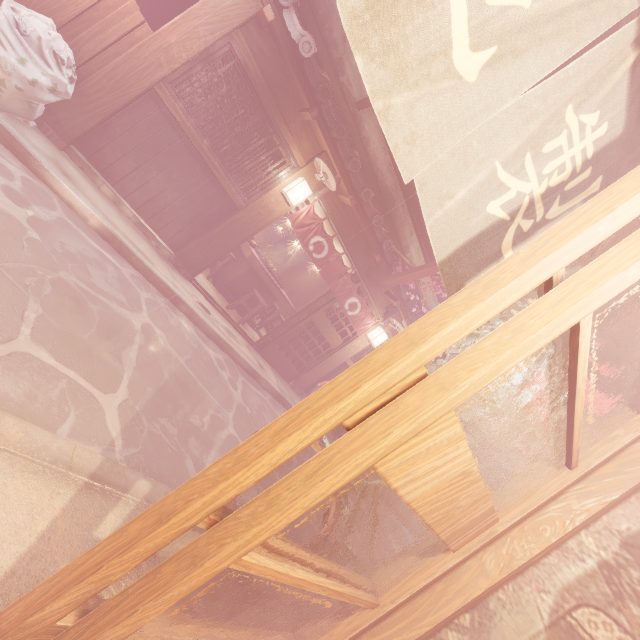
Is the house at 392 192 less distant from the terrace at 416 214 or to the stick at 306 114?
the terrace at 416 214

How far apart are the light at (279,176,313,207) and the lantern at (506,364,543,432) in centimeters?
725cm

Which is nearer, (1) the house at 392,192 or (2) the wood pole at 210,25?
(2) the wood pole at 210,25

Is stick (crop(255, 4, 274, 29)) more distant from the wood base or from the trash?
the wood base

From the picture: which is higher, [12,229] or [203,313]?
[203,313]

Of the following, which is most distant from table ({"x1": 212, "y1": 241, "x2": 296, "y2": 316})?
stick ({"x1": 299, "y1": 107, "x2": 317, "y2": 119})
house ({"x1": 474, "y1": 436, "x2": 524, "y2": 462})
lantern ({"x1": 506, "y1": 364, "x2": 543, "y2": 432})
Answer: house ({"x1": 474, "y1": 436, "x2": 524, "y2": 462})

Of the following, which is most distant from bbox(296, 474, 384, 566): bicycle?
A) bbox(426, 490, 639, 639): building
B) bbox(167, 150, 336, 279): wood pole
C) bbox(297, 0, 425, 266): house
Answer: bbox(297, 0, 425, 266): house

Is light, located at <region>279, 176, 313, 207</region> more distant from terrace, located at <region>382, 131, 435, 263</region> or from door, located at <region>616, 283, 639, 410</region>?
door, located at <region>616, 283, 639, 410</region>
